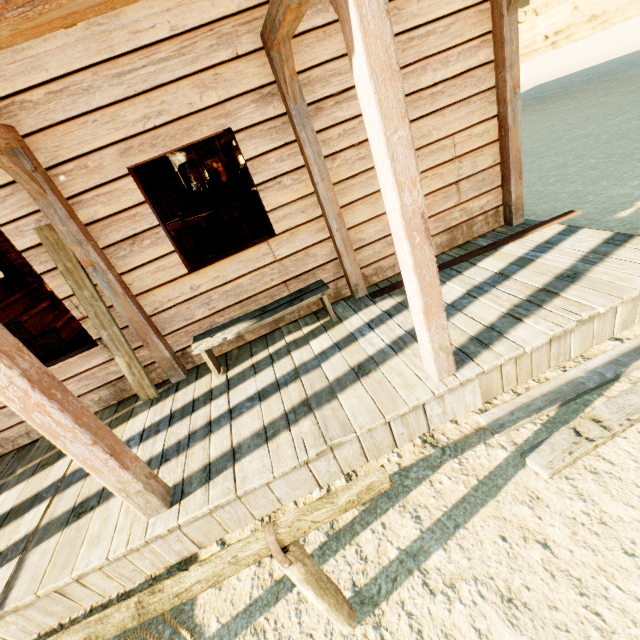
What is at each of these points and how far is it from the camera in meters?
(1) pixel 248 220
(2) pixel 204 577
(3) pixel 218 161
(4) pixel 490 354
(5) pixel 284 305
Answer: (1) bar, 7.9 m
(2) hitch post, 1.3 m
(3) picture, 9.4 m
(4) building, 2.6 m
(5) bench, 3.6 m

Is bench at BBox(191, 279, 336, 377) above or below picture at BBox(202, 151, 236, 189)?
below

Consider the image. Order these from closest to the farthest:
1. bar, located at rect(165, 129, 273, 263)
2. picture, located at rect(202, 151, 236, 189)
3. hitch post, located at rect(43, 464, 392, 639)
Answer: hitch post, located at rect(43, 464, 392, 639) < bar, located at rect(165, 129, 273, 263) < picture, located at rect(202, 151, 236, 189)

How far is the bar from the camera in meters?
7.9

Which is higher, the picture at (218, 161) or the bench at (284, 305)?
the picture at (218, 161)

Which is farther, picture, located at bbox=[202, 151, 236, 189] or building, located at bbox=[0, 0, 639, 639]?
picture, located at bbox=[202, 151, 236, 189]

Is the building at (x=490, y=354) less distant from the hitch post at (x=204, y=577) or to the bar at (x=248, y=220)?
the bar at (x=248, y=220)

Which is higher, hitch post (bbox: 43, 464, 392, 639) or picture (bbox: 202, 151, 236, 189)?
picture (bbox: 202, 151, 236, 189)
